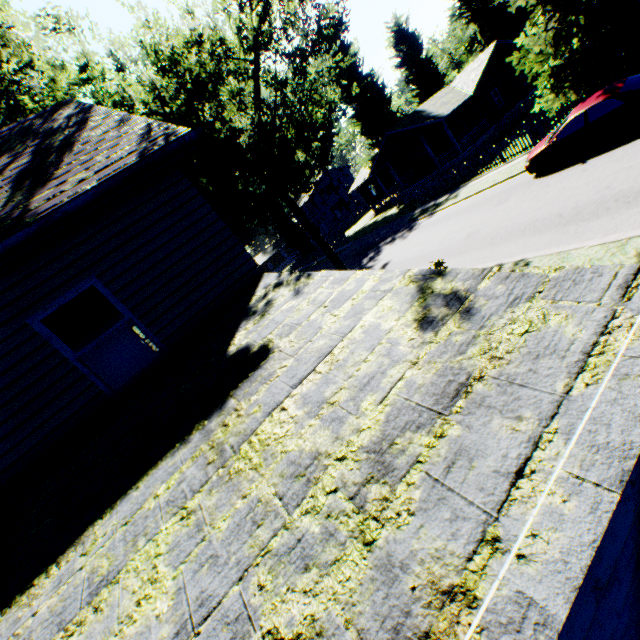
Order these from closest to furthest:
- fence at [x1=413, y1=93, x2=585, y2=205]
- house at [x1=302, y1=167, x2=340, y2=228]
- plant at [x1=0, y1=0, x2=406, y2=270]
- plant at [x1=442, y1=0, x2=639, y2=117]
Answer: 1. plant at [x1=0, y1=0, x2=406, y2=270]
2. plant at [x1=442, y1=0, x2=639, y2=117]
3. fence at [x1=413, y1=93, x2=585, y2=205]
4. house at [x1=302, y1=167, x2=340, y2=228]

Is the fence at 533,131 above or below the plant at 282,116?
below

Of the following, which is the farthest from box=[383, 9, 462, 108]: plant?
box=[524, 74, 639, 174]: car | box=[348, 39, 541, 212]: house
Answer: box=[524, 74, 639, 174]: car

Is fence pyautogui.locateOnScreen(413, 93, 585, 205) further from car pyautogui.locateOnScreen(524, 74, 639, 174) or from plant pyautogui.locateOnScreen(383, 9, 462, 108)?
car pyautogui.locateOnScreen(524, 74, 639, 174)

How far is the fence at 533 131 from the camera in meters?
17.0

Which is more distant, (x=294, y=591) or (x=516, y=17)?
(x=516, y=17)
